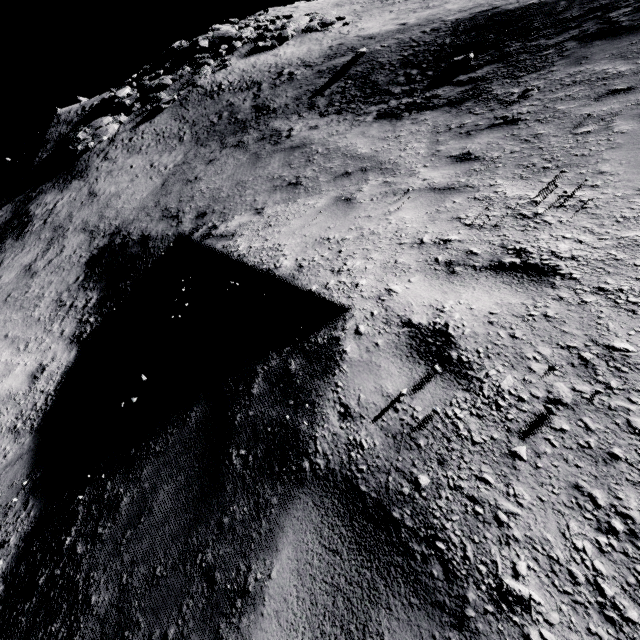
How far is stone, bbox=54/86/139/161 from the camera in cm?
1753

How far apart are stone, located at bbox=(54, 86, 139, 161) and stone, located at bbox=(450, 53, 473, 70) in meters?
19.6

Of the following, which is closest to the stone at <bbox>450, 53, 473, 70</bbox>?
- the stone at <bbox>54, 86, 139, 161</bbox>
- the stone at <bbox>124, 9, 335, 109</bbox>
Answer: the stone at <bbox>124, 9, 335, 109</bbox>

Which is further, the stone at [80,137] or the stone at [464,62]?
the stone at [80,137]

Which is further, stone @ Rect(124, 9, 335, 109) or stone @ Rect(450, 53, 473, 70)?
stone @ Rect(124, 9, 335, 109)

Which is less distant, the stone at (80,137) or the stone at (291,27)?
the stone at (80,137)

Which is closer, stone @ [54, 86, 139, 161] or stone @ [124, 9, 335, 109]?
stone @ [54, 86, 139, 161]

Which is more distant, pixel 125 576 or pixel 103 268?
pixel 103 268
